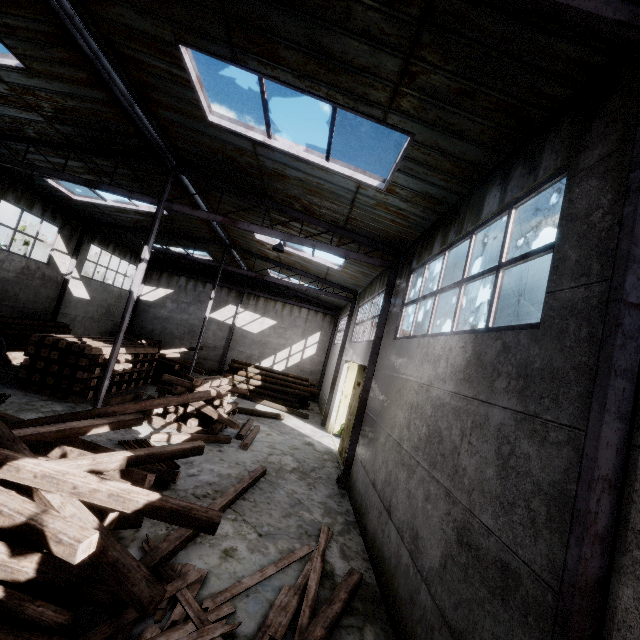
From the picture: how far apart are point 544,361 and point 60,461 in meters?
7.1

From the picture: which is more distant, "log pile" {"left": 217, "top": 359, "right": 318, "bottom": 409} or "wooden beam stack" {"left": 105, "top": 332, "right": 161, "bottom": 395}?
"log pile" {"left": 217, "top": 359, "right": 318, "bottom": 409}

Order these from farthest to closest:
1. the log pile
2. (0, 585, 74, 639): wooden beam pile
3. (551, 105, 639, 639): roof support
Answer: the log pile → (0, 585, 74, 639): wooden beam pile → (551, 105, 639, 639): roof support

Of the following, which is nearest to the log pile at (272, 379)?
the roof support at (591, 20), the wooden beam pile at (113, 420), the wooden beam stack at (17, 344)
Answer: the wooden beam stack at (17, 344)

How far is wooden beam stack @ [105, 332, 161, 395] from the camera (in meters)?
13.55

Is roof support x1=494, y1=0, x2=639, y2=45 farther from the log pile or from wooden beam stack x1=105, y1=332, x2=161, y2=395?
the log pile

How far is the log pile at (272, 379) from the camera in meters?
20.8 m
